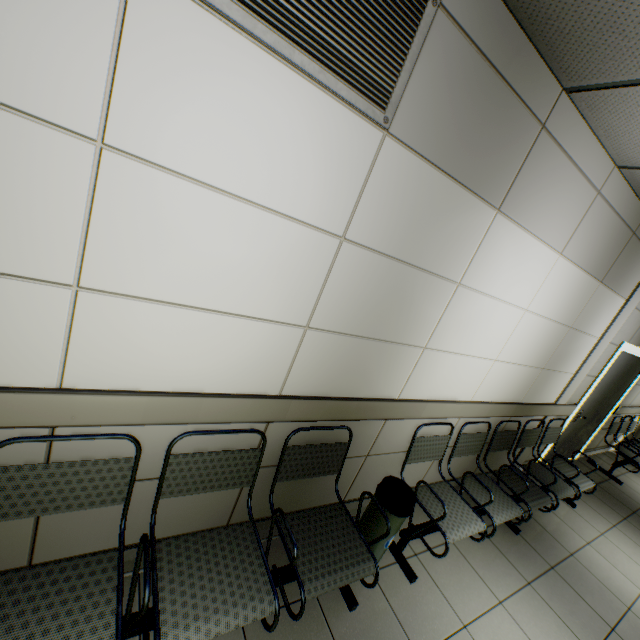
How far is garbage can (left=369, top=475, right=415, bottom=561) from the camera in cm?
218

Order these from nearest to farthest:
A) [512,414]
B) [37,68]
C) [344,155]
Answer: [37,68] < [344,155] < [512,414]

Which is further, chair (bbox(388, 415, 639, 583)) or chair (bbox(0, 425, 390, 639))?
chair (bbox(388, 415, 639, 583))

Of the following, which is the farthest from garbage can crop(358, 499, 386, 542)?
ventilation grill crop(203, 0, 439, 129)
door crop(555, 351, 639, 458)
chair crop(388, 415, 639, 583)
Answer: door crop(555, 351, 639, 458)

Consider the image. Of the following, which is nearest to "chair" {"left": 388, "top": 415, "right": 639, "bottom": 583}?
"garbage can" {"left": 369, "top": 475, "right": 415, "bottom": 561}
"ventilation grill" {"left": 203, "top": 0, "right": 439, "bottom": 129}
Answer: "garbage can" {"left": 369, "top": 475, "right": 415, "bottom": 561}

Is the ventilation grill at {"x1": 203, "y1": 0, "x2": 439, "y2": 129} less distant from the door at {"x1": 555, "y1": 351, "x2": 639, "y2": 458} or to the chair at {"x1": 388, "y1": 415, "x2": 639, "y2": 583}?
the chair at {"x1": 388, "y1": 415, "x2": 639, "y2": 583}

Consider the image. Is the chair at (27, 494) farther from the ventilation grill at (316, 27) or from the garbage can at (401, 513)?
the ventilation grill at (316, 27)

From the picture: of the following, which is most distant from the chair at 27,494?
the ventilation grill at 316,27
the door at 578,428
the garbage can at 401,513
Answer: the door at 578,428
